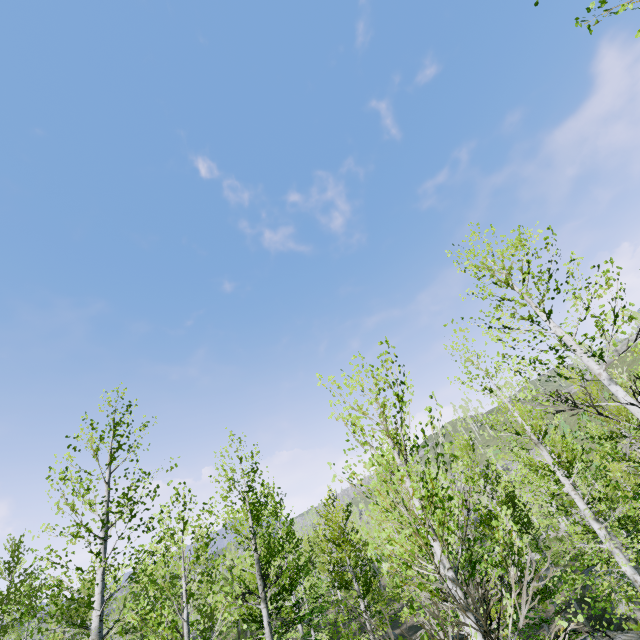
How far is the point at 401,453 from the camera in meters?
4.6
